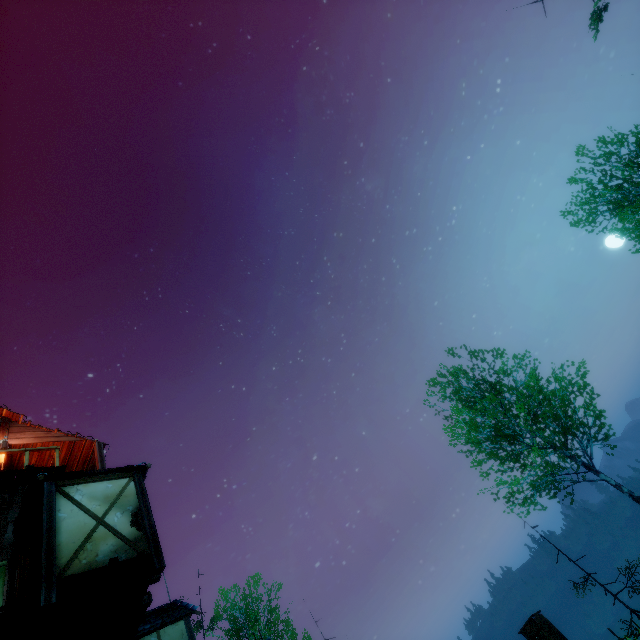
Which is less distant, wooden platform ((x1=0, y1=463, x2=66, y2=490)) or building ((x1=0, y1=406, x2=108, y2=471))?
wooden platform ((x1=0, y1=463, x2=66, y2=490))

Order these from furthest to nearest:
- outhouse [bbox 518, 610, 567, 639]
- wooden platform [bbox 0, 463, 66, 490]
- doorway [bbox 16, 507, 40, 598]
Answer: outhouse [bbox 518, 610, 567, 639]
wooden platform [bbox 0, 463, 66, 490]
doorway [bbox 16, 507, 40, 598]

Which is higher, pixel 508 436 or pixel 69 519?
pixel 69 519

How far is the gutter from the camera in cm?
827

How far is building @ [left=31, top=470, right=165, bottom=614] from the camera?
7.0m

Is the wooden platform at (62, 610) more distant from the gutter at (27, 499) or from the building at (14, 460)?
the gutter at (27, 499)

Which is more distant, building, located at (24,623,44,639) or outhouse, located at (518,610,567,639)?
outhouse, located at (518,610,567,639)

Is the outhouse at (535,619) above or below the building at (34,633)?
below
